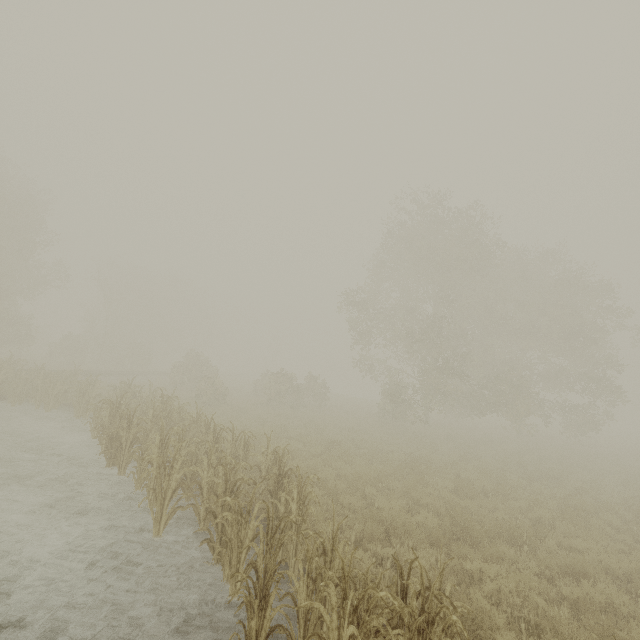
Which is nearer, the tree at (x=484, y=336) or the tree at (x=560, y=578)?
the tree at (x=560, y=578)

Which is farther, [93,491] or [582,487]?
[582,487]

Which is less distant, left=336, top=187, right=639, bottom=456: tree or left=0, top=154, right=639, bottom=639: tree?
left=0, top=154, right=639, bottom=639: tree
